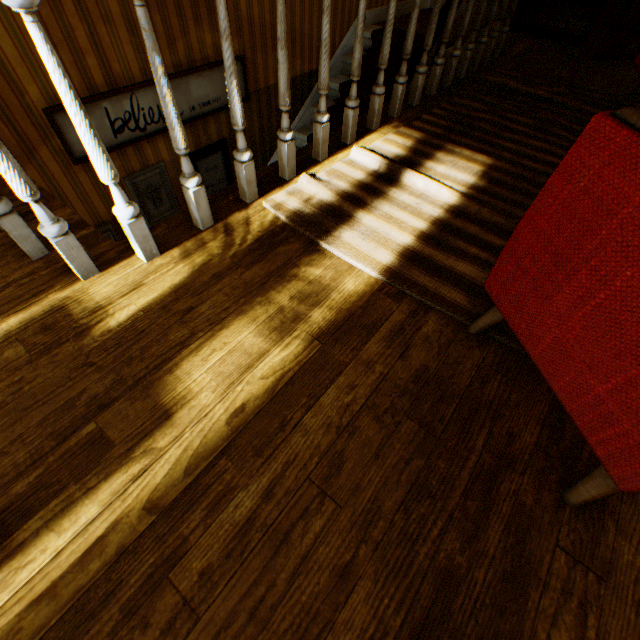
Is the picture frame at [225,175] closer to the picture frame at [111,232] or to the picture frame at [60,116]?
the picture frame at [60,116]

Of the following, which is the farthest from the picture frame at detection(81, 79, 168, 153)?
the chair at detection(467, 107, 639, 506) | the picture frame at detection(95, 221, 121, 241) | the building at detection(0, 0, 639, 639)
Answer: the chair at detection(467, 107, 639, 506)

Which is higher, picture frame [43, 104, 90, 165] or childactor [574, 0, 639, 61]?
childactor [574, 0, 639, 61]

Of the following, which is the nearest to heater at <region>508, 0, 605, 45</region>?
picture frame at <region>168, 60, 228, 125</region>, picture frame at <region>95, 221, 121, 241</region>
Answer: picture frame at <region>168, 60, 228, 125</region>

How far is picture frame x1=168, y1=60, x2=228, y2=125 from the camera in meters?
3.0

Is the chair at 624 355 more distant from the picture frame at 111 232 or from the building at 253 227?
the picture frame at 111 232

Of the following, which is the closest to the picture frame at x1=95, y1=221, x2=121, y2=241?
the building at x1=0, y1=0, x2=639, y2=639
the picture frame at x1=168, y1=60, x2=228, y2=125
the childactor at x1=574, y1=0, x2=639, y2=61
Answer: the building at x1=0, y1=0, x2=639, y2=639

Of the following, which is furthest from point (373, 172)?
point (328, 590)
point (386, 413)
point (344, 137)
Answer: point (328, 590)
